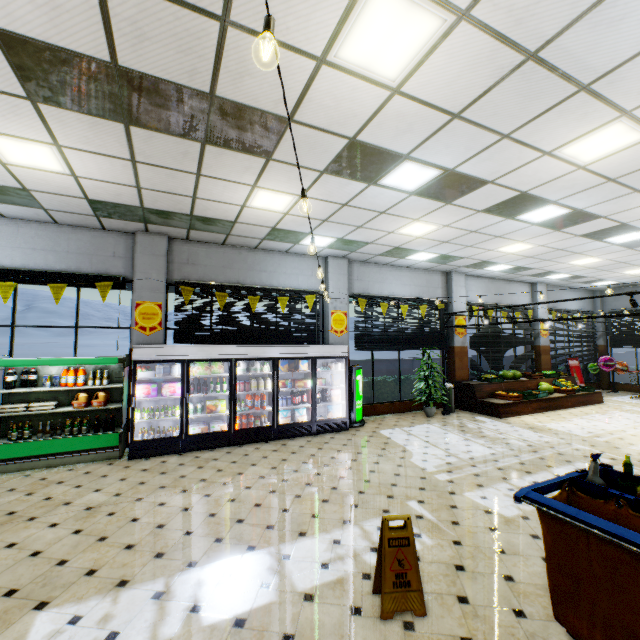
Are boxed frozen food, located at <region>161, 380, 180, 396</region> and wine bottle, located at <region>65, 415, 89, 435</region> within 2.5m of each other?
yes

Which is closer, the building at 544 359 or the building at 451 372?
the building at 451 372

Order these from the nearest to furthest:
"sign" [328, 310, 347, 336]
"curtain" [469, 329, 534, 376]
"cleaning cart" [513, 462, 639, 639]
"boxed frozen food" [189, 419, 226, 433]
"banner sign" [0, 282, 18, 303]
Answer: "cleaning cart" [513, 462, 639, 639], "banner sign" [0, 282, 18, 303], "boxed frozen food" [189, 419, 226, 433], "sign" [328, 310, 347, 336], "curtain" [469, 329, 534, 376]

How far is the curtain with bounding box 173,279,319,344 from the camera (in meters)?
8.03

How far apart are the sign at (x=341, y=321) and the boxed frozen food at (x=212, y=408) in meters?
3.6 m

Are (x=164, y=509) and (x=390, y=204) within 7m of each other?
yes

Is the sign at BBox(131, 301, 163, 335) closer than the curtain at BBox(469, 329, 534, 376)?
Yes

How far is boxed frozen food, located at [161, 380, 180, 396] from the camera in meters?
6.9
